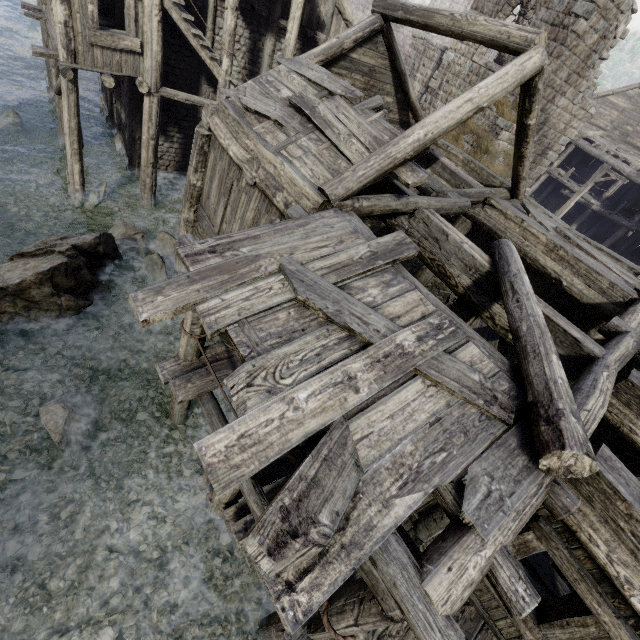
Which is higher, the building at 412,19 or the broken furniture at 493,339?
the building at 412,19

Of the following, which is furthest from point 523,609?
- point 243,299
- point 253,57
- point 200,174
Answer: point 253,57

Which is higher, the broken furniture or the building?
the building

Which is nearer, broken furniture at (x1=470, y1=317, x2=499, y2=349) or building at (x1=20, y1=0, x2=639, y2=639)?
building at (x1=20, y1=0, x2=639, y2=639)

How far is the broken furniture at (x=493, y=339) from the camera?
11.30m

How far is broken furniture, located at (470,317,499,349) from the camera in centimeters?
1130cm
